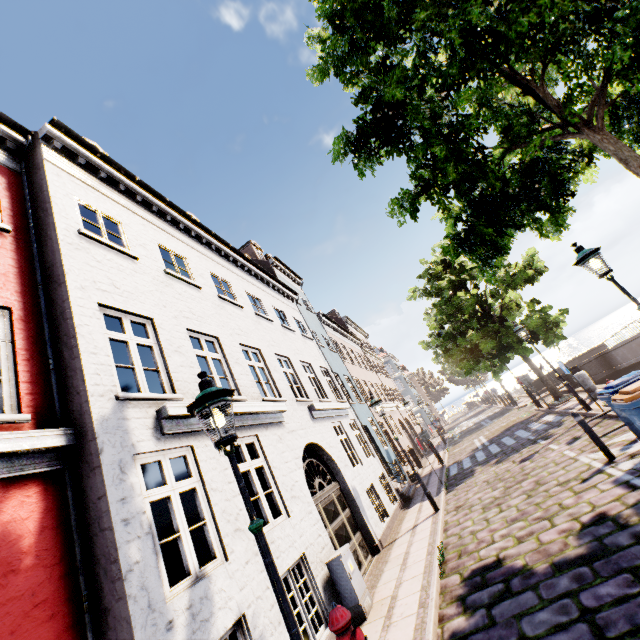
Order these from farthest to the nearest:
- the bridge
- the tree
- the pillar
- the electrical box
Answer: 1. the bridge
2. the pillar
3. the electrical box
4. the tree

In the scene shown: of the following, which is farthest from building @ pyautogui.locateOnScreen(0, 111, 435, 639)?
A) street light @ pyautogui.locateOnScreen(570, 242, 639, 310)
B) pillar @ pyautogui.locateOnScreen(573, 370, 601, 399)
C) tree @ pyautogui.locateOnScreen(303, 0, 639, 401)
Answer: pillar @ pyautogui.locateOnScreen(573, 370, 601, 399)

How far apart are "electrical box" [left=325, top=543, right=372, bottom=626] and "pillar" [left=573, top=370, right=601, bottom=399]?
11.58m

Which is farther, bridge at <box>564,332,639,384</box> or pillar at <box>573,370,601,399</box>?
bridge at <box>564,332,639,384</box>

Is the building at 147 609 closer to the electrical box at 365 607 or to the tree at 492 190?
the tree at 492 190

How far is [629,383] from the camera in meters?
6.1 m

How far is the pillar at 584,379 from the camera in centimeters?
1239cm

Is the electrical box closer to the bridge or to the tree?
the tree
